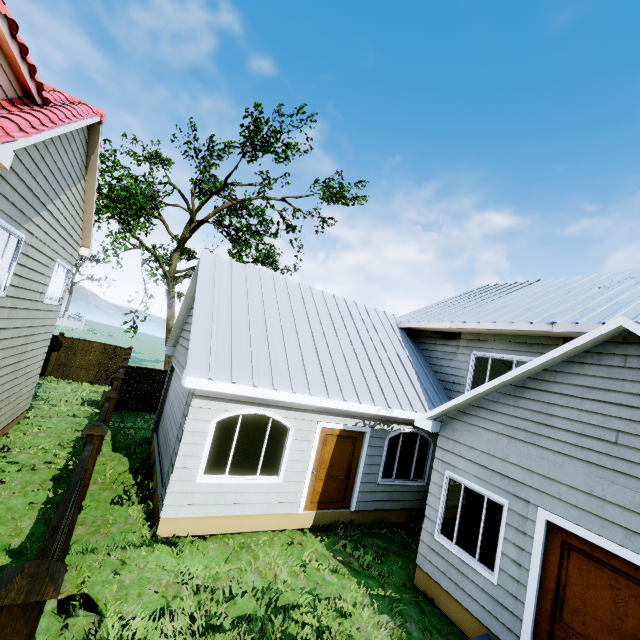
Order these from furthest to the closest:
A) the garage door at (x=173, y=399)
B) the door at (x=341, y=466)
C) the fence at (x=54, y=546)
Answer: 1. the door at (x=341, y=466)
2. the garage door at (x=173, y=399)
3. the fence at (x=54, y=546)

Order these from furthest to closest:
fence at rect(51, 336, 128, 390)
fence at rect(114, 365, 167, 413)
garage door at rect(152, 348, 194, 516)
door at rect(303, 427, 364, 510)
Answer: fence at rect(51, 336, 128, 390), fence at rect(114, 365, 167, 413), door at rect(303, 427, 364, 510), garage door at rect(152, 348, 194, 516)

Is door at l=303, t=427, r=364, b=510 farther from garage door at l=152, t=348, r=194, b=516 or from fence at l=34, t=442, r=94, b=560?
fence at l=34, t=442, r=94, b=560

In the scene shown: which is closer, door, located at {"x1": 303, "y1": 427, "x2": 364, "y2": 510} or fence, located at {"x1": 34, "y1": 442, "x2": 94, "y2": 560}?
fence, located at {"x1": 34, "y1": 442, "x2": 94, "y2": 560}

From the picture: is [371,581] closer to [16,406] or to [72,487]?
[72,487]

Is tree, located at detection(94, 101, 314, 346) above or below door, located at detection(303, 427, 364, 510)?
above

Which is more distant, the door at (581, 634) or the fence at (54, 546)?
the door at (581, 634)

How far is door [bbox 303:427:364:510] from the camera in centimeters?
821cm
